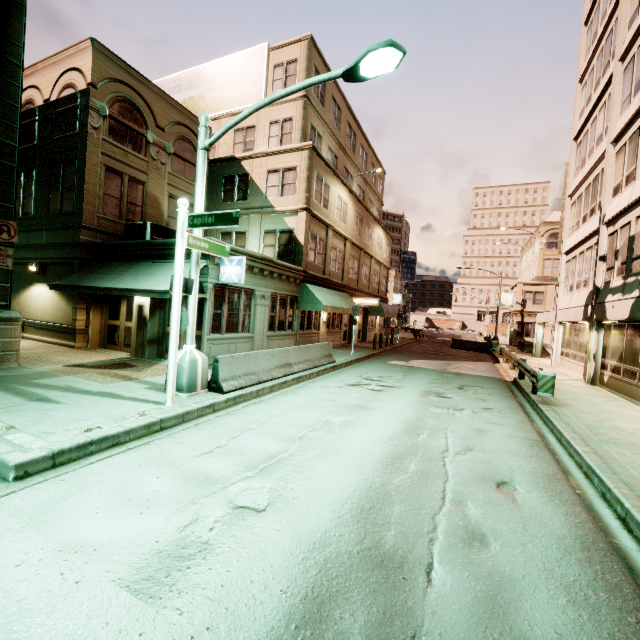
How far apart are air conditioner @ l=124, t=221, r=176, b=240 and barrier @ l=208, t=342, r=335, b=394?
7.8m

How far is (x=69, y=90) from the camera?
14.6m

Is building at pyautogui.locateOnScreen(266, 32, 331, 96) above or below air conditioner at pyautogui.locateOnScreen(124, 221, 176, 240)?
above

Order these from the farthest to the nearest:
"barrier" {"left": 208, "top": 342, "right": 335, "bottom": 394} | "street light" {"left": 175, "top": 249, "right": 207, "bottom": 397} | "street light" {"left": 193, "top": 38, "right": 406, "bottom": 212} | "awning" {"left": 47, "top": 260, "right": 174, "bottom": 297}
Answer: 1. "awning" {"left": 47, "top": 260, "right": 174, "bottom": 297}
2. "barrier" {"left": 208, "top": 342, "right": 335, "bottom": 394}
3. "street light" {"left": 175, "top": 249, "right": 207, "bottom": 397}
4. "street light" {"left": 193, "top": 38, "right": 406, "bottom": 212}

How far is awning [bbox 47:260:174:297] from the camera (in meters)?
10.84

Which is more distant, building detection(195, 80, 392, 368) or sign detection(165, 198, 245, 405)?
building detection(195, 80, 392, 368)

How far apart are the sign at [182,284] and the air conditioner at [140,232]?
7.4m

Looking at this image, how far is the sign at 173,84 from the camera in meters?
20.3 m
